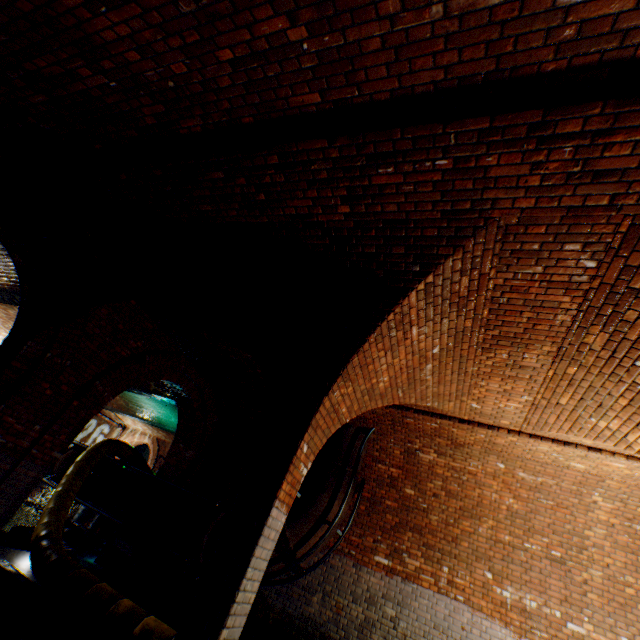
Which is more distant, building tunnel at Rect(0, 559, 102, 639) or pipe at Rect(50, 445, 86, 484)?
pipe at Rect(50, 445, 86, 484)

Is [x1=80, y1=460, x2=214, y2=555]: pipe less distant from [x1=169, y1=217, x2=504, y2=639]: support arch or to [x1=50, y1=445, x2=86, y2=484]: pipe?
[x1=50, y1=445, x2=86, y2=484]: pipe

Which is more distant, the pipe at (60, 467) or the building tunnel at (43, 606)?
the pipe at (60, 467)

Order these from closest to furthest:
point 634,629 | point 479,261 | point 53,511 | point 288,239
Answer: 1. point 479,261
2. point 288,239
3. point 634,629
4. point 53,511

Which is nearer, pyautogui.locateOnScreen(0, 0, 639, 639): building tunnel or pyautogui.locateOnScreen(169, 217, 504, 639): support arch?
pyautogui.locateOnScreen(0, 0, 639, 639): building tunnel

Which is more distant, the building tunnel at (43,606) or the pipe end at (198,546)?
the pipe end at (198,546)

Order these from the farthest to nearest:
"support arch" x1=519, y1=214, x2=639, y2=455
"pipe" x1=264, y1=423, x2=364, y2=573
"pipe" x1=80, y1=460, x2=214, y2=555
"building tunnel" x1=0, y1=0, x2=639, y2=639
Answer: "pipe" x1=80, y1=460, x2=214, y2=555 < "pipe" x1=264, y1=423, x2=364, y2=573 < "support arch" x1=519, y1=214, x2=639, y2=455 < "building tunnel" x1=0, y1=0, x2=639, y2=639

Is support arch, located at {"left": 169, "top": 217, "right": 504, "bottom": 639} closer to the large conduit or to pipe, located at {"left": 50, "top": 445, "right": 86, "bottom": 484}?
the large conduit
